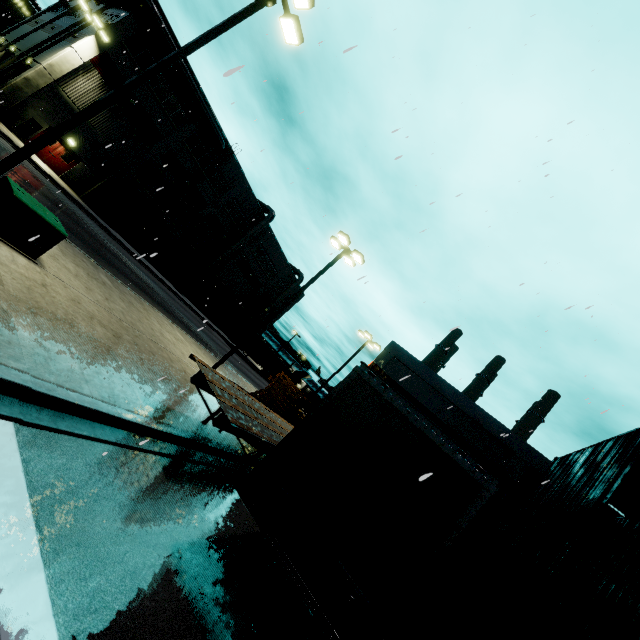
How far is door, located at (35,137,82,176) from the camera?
25.8m

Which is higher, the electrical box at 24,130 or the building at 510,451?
the building at 510,451

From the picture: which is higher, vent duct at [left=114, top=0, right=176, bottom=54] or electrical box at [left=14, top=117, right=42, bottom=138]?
vent duct at [left=114, top=0, right=176, bottom=54]

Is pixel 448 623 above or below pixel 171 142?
below

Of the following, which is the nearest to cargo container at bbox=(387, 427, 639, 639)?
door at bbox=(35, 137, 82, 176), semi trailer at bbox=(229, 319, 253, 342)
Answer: semi trailer at bbox=(229, 319, 253, 342)

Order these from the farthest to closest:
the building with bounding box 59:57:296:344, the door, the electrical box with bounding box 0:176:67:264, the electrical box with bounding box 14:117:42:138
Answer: the building with bounding box 59:57:296:344, the door, the electrical box with bounding box 14:117:42:138, the electrical box with bounding box 0:176:67:264

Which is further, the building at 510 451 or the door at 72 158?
the door at 72 158

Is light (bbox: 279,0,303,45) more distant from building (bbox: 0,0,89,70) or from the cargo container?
building (bbox: 0,0,89,70)
